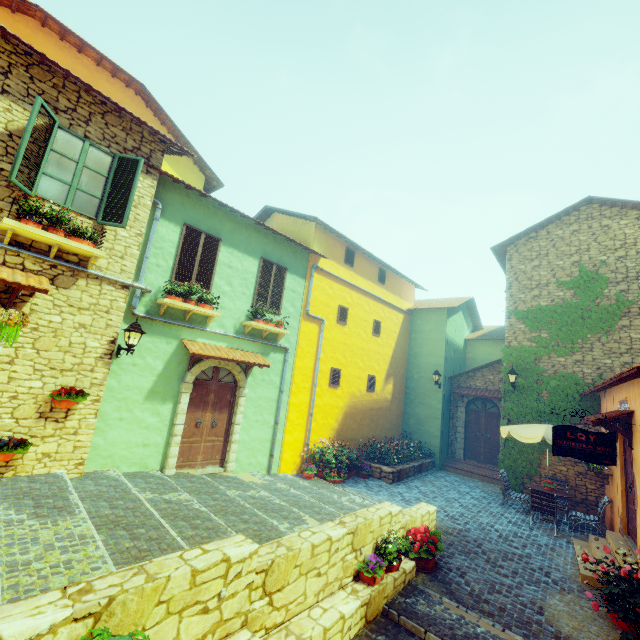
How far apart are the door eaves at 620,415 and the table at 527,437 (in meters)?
1.00

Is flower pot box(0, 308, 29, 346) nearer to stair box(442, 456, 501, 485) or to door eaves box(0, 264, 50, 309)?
door eaves box(0, 264, 50, 309)

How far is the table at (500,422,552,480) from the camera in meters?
9.4

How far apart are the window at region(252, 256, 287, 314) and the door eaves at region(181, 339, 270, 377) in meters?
1.4

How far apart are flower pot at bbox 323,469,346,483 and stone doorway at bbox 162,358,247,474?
3.1 meters

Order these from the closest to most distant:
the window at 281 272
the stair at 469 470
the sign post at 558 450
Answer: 1. the sign post at 558 450
2. the window at 281 272
3. the stair at 469 470

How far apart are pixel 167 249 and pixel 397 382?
11.9 meters

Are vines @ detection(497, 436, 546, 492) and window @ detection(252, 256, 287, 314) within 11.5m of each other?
yes
